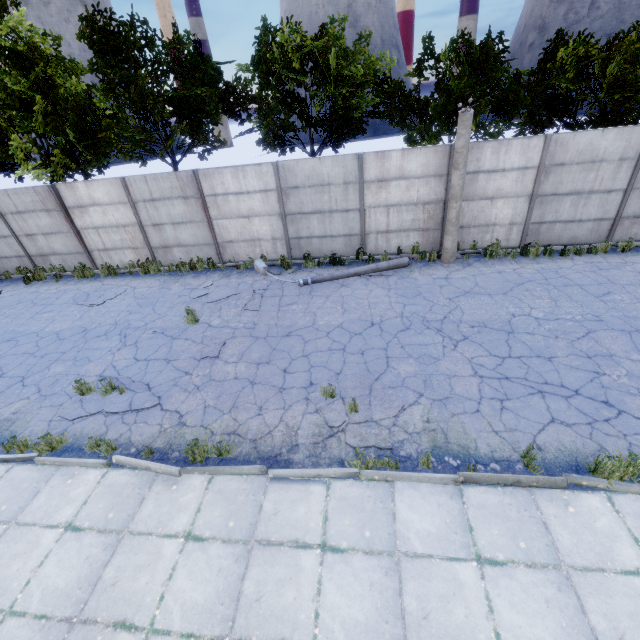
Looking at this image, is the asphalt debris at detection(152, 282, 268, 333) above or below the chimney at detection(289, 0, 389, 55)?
below

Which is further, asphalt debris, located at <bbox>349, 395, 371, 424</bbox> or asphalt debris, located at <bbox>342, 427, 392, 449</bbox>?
asphalt debris, located at <bbox>349, 395, 371, 424</bbox>

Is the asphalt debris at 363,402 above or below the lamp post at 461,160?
below

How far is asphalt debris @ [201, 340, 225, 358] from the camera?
8.2m

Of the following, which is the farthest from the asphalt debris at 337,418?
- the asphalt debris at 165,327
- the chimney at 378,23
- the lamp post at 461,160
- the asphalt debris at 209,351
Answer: the chimney at 378,23

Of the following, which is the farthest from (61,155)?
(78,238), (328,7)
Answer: (328,7)

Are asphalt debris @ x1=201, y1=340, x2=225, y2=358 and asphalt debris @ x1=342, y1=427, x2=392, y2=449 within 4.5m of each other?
yes

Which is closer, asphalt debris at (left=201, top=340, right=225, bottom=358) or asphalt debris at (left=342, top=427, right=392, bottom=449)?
asphalt debris at (left=342, top=427, right=392, bottom=449)
